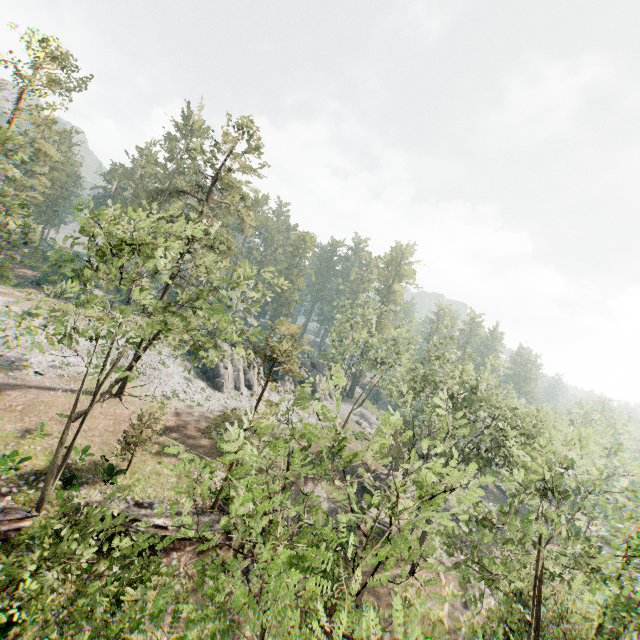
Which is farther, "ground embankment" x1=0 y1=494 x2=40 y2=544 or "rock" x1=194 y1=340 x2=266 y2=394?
"rock" x1=194 y1=340 x2=266 y2=394

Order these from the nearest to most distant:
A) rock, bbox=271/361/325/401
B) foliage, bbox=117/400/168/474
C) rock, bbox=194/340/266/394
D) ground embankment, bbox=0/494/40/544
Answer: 1. ground embankment, bbox=0/494/40/544
2. foliage, bbox=117/400/168/474
3. rock, bbox=194/340/266/394
4. rock, bbox=271/361/325/401

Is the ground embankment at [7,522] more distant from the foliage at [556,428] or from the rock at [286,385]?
the rock at [286,385]

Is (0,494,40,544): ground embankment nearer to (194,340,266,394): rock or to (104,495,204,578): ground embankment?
(104,495,204,578): ground embankment

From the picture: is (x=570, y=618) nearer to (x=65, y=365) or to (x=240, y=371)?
(x=240, y=371)

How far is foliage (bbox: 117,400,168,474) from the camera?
22.12m

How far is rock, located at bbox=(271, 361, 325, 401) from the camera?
51.8m

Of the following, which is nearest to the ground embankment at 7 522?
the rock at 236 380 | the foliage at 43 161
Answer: the foliage at 43 161
